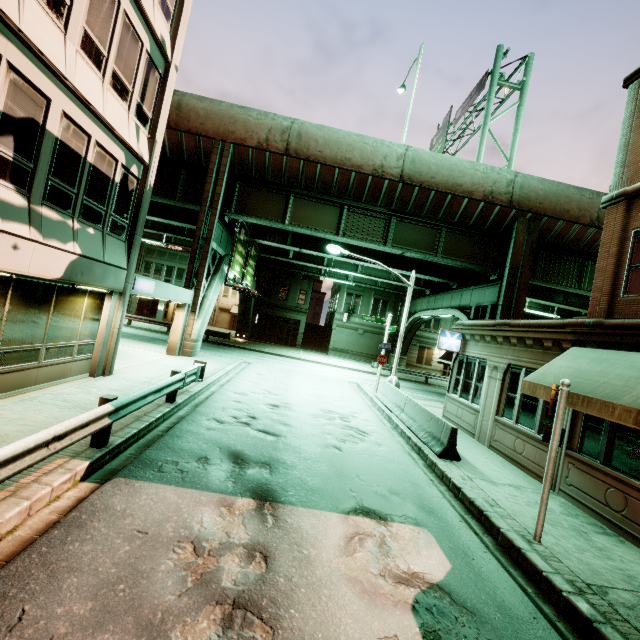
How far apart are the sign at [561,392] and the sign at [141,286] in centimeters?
1285cm

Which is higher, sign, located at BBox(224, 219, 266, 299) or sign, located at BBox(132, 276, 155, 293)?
sign, located at BBox(224, 219, 266, 299)

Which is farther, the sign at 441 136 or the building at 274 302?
the building at 274 302

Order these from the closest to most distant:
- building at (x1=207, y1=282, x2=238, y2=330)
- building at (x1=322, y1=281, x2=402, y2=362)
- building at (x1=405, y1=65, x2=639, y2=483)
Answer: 1. building at (x1=405, y1=65, x2=639, y2=483)
2. building at (x1=322, y1=281, x2=402, y2=362)
3. building at (x1=207, y1=282, x2=238, y2=330)

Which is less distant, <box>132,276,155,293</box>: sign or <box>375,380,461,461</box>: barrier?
<box>375,380,461,461</box>: barrier

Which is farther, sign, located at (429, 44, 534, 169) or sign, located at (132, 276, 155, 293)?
sign, located at (429, 44, 534, 169)

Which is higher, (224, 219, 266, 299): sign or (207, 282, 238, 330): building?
(224, 219, 266, 299): sign

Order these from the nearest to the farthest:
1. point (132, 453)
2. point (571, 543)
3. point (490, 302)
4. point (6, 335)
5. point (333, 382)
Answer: point (571, 543), point (132, 453), point (6, 335), point (333, 382), point (490, 302)
